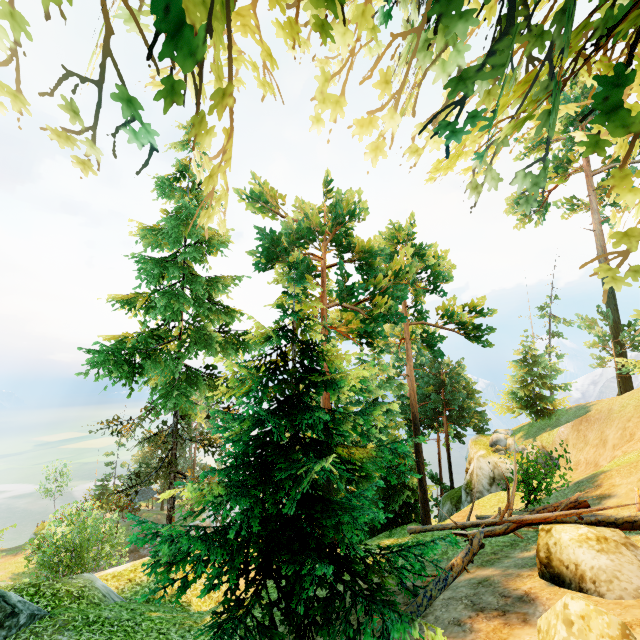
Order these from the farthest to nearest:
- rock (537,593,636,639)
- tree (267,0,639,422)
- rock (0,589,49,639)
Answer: rock (0,589,49,639) < tree (267,0,639,422) < rock (537,593,636,639)

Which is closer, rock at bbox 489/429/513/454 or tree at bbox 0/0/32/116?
tree at bbox 0/0/32/116

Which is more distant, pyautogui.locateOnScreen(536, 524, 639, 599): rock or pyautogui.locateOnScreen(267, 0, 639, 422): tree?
pyautogui.locateOnScreen(536, 524, 639, 599): rock

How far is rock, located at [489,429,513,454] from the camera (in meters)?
28.22

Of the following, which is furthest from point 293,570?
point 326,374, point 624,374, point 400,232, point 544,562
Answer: point 624,374

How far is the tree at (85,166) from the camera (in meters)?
4.42

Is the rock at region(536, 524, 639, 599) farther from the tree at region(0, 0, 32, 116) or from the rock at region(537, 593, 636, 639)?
the rock at region(537, 593, 636, 639)

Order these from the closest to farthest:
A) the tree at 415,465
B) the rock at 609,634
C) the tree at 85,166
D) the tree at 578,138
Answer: the rock at 609,634 < the tree at 578,138 < the tree at 85,166 < the tree at 415,465
